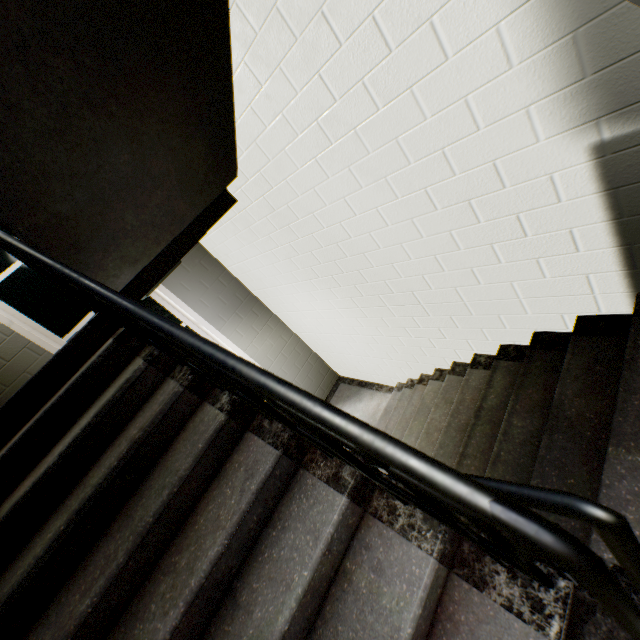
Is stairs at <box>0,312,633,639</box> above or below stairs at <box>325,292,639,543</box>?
above

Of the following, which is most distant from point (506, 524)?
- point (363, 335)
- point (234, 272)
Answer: point (234, 272)

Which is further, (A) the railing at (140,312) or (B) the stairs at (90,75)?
(B) the stairs at (90,75)

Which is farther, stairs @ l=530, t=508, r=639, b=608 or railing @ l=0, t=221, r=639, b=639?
stairs @ l=530, t=508, r=639, b=608
